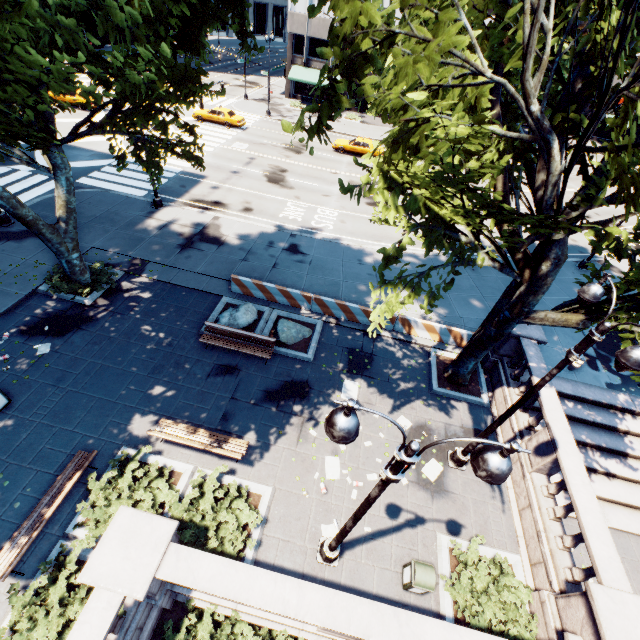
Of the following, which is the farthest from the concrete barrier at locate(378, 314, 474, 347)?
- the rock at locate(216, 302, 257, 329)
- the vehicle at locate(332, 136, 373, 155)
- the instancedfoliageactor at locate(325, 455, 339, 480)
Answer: the vehicle at locate(332, 136, 373, 155)

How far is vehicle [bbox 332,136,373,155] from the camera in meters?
31.6

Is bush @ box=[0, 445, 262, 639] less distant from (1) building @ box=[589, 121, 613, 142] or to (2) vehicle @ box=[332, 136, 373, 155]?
(2) vehicle @ box=[332, 136, 373, 155]

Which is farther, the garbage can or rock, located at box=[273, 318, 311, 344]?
rock, located at box=[273, 318, 311, 344]

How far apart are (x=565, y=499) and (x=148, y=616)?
14.3m

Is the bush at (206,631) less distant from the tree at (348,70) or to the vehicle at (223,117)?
the tree at (348,70)

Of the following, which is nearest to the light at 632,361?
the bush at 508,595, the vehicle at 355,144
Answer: the bush at 508,595

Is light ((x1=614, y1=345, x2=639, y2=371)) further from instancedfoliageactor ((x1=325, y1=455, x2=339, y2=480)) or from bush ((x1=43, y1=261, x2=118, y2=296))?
bush ((x1=43, y1=261, x2=118, y2=296))
